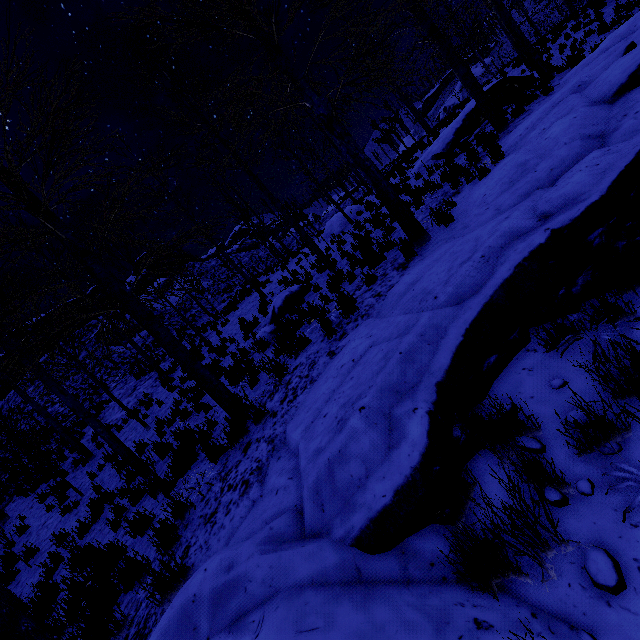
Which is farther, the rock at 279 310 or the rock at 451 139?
the rock at 451 139

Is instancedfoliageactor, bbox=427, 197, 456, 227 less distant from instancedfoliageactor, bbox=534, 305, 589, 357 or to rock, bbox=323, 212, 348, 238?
instancedfoliageactor, bbox=534, 305, 589, 357

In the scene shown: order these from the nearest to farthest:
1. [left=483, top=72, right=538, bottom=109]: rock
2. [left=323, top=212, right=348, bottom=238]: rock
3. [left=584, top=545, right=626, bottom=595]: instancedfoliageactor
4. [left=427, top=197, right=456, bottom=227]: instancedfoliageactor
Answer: [left=584, top=545, right=626, bottom=595]: instancedfoliageactor, [left=427, top=197, right=456, bottom=227]: instancedfoliageactor, [left=483, top=72, right=538, bottom=109]: rock, [left=323, top=212, right=348, bottom=238]: rock

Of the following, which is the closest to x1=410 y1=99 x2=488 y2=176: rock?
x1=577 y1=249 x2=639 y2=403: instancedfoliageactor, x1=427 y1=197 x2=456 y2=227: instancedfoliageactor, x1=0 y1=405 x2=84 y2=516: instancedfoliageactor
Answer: x1=427 y1=197 x2=456 y2=227: instancedfoliageactor

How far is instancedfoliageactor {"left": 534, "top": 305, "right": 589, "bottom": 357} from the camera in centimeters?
289cm

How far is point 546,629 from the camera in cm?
166

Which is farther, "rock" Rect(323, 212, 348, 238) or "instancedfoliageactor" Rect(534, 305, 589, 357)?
"rock" Rect(323, 212, 348, 238)

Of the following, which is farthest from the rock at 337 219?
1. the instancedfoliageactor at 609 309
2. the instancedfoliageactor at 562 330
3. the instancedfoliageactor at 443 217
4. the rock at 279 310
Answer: the instancedfoliageactor at 609 309
